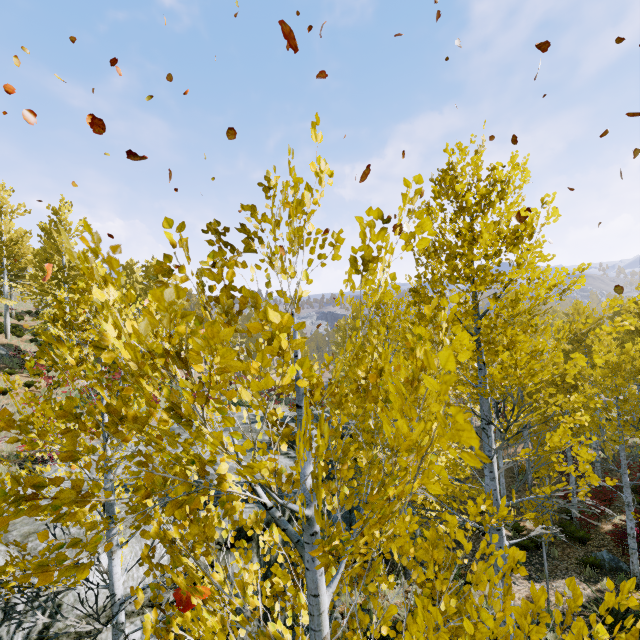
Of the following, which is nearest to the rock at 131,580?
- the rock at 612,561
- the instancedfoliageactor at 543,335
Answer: the instancedfoliageactor at 543,335

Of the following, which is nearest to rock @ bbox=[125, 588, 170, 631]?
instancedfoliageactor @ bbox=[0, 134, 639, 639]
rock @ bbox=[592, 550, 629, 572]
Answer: instancedfoliageactor @ bbox=[0, 134, 639, 639]

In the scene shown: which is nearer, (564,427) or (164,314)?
(164,314)

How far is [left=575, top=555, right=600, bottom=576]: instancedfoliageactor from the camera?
10.40m

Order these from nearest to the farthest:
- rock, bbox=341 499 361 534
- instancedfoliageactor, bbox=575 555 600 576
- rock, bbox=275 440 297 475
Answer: instancedfoliageactor, bbox=575 555 600 576, rock, bbox=341 499 361 534, rock, bbox=275 440 297 475

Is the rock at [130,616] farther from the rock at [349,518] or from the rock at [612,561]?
the rock at [612,561]

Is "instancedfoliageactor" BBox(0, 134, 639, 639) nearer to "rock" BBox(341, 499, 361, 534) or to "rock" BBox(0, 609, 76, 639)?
"rock" BBox(0, 609, 76, 639)
